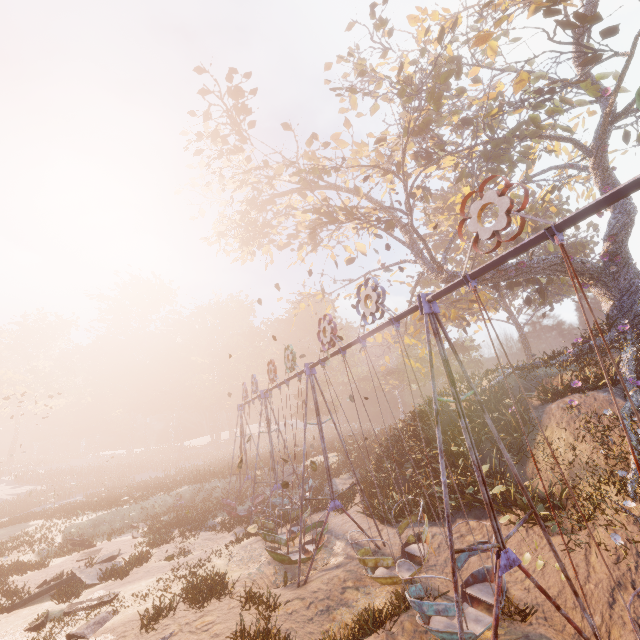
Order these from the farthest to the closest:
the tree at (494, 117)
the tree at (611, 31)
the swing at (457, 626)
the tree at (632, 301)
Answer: the tree at (632, 301)
the tree at (494, 117)
the tree at (611, 31)
the swing at (457, 626)

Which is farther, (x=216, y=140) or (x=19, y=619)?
(x=216, y=140)

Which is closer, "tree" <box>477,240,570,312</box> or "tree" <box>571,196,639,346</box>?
"tree" <box>571,196,639,346</box>

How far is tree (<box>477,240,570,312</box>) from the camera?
16.9 meters

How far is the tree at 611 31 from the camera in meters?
11.8 m

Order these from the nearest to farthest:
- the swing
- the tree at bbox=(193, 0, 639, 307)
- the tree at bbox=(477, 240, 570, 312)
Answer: the swing
the tree at bbox=(193, 0, 639, 307)
the tree at bbox=(477, 240, 570, 312)
